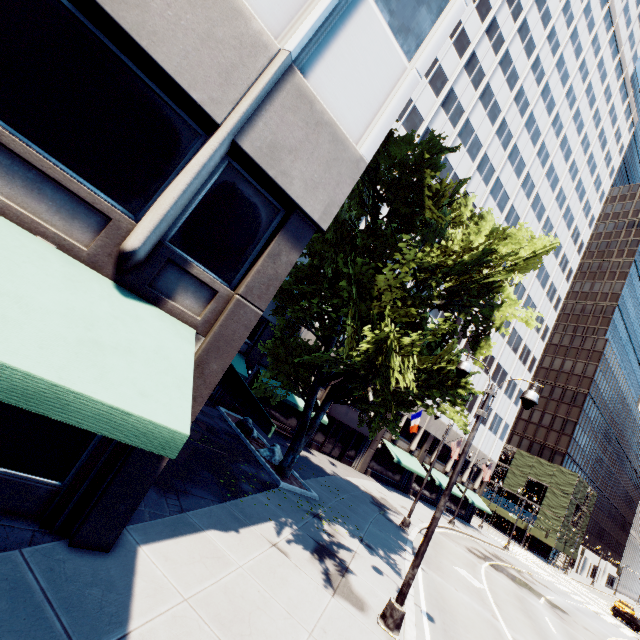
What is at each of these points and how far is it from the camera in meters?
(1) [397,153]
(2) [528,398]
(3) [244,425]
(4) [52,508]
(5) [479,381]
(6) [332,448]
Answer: (1) tree, 18.2 m
(2) light, 9.0 m
(3) rock, 19.5 m
(4) building, 5.2 m
(5) building, 40.5 m
(6) door, 29.6 m

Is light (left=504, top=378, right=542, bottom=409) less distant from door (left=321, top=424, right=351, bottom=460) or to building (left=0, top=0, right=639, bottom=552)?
building (left=0, top=0, right=639, bottom=552)

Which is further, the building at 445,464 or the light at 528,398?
the building at 445,464

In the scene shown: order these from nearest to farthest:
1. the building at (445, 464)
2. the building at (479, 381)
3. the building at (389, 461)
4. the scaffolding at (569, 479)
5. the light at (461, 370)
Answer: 1. the light at (461, 370)
2. the building at (389, 461)
3. the building at (445, 464)
4. the building at (479, 381)
5. the scaffolding at (569, 479)

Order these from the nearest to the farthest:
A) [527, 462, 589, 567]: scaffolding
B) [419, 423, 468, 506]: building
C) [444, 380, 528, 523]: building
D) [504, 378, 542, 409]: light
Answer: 1. [504, 378, 542, 409]: light
2. [419, 423, 468, 506]: building
3. [444, 380, 528, 523]: building
4. [527, 462, 589, 567]: scaffolding

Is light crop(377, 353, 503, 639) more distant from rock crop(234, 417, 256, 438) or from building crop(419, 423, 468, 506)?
rock crop(234, 417, 256, 438)

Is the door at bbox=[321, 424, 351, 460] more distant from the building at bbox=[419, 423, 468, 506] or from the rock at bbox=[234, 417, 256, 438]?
the rock at bbox=[234, 417, 256, 438]

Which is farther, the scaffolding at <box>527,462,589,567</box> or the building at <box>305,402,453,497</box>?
the scaffolding at <box>527,462,589,567</box>
